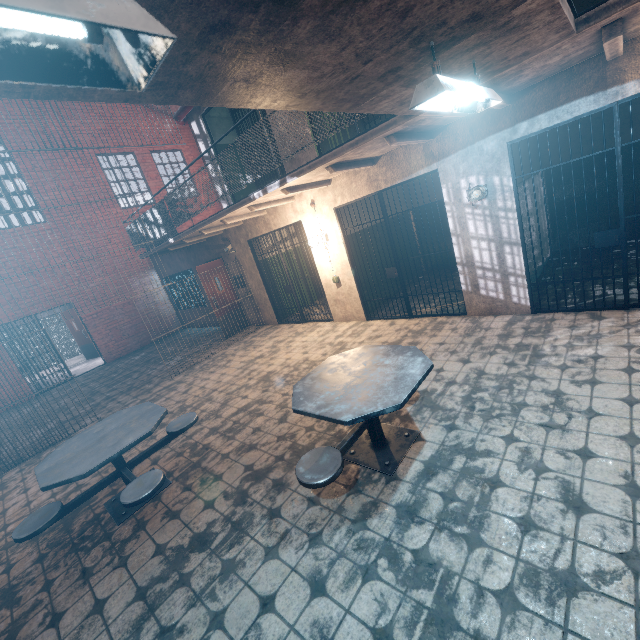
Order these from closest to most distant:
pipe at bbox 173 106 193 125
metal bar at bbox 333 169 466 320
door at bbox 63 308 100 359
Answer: metal bar at bbox 333 169 466 320 < pipe at bbox 173 106 193 125 < door at bbox 63 308 100 359

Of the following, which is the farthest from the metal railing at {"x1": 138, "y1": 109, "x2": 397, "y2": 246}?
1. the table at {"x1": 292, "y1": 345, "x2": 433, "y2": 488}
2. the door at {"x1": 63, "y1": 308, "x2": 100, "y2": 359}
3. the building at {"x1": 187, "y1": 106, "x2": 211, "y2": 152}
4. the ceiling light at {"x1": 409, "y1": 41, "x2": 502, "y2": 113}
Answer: the door at {"x1": 63, "y1": 308, "x2": 100, "y2": 359}

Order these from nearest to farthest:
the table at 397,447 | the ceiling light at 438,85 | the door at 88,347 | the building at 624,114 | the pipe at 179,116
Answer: the ceiling light at 438,85 → the table at 397,447 → the building at 624,114 → the pipe at 179,116 → the door at 88,347

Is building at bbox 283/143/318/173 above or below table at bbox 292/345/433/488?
above

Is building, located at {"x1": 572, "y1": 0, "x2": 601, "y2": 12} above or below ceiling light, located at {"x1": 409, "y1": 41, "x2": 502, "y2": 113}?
above

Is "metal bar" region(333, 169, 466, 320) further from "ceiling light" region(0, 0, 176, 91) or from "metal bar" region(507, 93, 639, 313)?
"ceiling light" region(0, 0, 176, 91)

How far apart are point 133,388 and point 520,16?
8.7m

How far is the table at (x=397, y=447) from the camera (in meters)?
2.42
